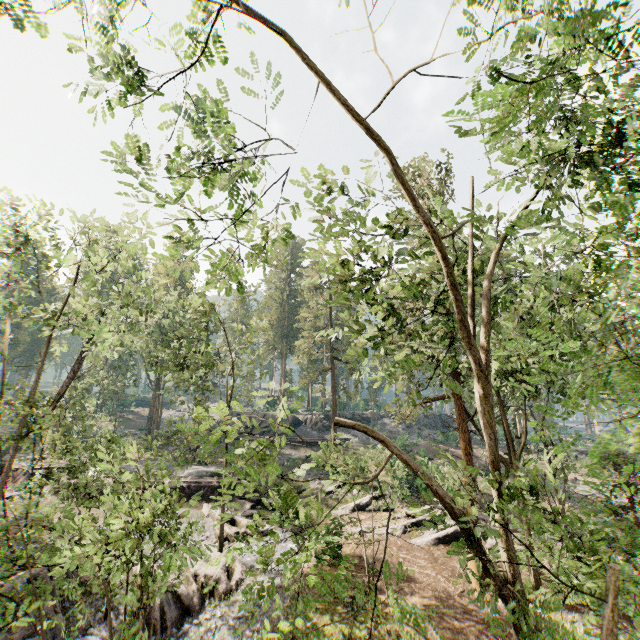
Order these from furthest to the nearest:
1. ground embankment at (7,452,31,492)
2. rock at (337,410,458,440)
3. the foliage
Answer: rock at (337,410,458,440) → ground embankment at (7,452,31,492) → the foliage

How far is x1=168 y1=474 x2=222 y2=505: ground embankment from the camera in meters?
25.9

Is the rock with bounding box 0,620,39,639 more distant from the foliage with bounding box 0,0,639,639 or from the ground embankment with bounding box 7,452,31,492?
the ground embankment with bounding box 7,452,31,492

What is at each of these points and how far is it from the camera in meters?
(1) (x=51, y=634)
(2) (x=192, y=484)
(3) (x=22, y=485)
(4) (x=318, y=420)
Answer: (1) rock, 12.8 m
(2) ground embankment, 26.6 m
(3) ground embankment, 28.5 m
(4) rock, 45.1 m

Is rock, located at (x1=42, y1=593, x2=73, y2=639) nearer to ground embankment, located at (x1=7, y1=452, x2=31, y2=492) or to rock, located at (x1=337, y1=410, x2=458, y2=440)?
ground embankment, located at (x1=7, y1=452, x2=31, y2=492)

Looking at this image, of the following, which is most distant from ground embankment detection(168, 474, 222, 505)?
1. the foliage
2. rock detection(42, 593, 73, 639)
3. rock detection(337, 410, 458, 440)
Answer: rock detection(337, 410, 458, 440)

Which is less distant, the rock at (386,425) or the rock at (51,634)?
the rock at (51,634)

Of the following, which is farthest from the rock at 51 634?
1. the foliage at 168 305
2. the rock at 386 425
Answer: the rock at 386 425
